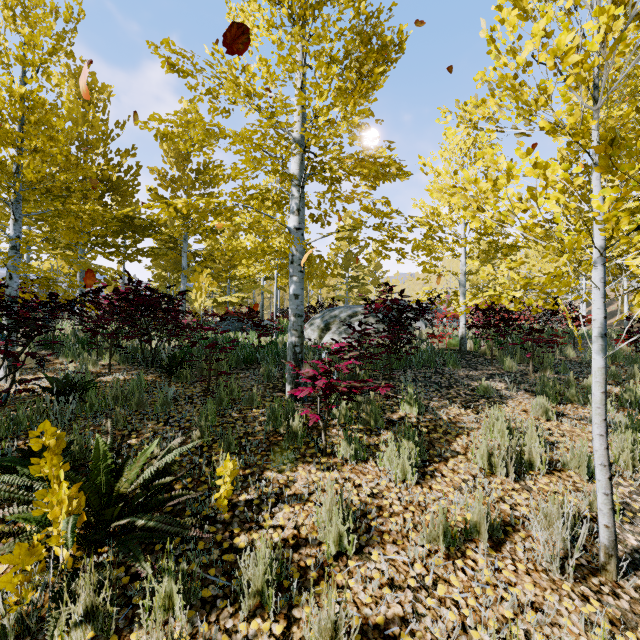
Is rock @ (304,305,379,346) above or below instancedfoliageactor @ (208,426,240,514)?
A: above

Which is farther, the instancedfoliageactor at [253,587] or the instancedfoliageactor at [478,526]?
the instancedfoliageactor at [478,526]

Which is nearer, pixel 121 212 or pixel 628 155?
pixel 628 155

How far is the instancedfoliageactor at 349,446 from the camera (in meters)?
3.54

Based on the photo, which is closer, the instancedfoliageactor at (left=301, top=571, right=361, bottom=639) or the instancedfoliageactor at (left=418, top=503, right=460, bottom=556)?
the instancedfoliageactor at (left=301, top=571, right=361, bottom=639)

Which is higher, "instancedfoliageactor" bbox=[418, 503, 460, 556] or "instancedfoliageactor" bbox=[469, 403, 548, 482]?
"instancedfoliageactor" bbox=[469, 403, 548, 482]

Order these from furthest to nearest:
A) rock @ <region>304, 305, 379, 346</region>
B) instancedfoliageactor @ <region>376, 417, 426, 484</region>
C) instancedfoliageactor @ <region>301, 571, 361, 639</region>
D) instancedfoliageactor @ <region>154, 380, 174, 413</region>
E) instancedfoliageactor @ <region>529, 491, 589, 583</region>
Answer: rock @ <region>304, 305, 379, 346</region>
instancedfoliageactor @ <region>154, 380, 174, 413</region>
instancedfoliageactor @ <region>376, 417, 426, 484</region>
instancedfoliageactor @ <region>529, 491, 589, 583</region>
instancedfoliageactor @ <region>301, 571, 361, 639</region>
